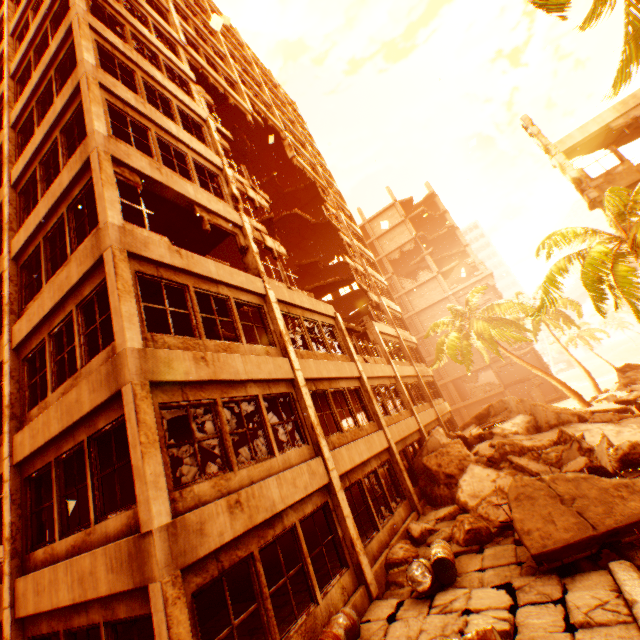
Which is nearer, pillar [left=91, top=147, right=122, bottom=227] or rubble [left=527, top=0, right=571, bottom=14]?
rubble [left=527, top=0, right=571, bottom=14]

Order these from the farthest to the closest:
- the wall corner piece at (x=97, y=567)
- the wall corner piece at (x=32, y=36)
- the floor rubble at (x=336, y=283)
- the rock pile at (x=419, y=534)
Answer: the floor rubble at (x=336, y=283) → the wall corner piece at (x=32, y=36) → the rock pile at (x=419, y=534) → the wall corner piece at (x=97, y=567)

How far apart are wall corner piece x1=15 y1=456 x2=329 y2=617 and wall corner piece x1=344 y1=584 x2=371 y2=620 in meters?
2.4 m

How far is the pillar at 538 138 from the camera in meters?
15.3 m

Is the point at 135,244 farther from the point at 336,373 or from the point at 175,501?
the point at 336,373

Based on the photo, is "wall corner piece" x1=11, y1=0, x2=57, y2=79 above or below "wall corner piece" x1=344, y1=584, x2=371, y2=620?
above

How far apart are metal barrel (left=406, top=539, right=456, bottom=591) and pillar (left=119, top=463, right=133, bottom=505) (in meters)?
11.49

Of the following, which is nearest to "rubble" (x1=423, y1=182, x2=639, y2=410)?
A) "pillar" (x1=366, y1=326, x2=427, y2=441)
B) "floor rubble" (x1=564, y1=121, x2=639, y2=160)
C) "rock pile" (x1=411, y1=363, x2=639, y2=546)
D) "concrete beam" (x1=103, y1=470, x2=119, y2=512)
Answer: "rock pile" (x1=411, y1=363, x2=639, y2=546)
